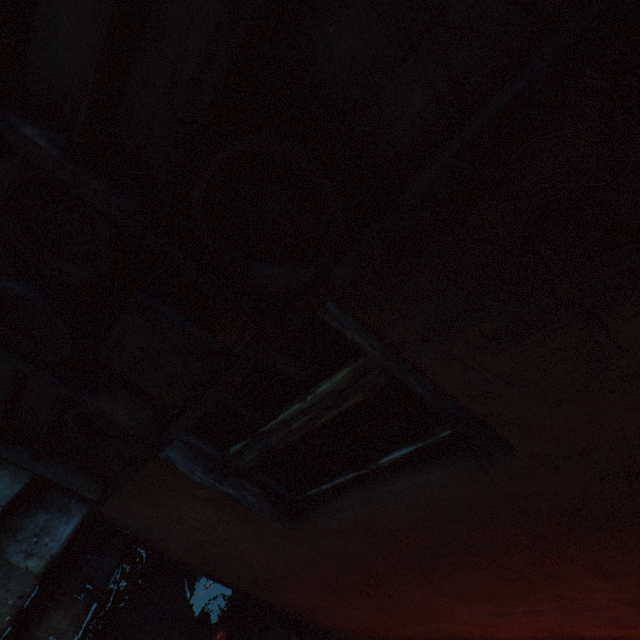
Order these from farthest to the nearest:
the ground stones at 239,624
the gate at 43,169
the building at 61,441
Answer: the ground stones at 239,624, the building at 61,441, the gate at 43,169

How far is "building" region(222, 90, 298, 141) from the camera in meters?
0.7 m

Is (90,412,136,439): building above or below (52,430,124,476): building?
above

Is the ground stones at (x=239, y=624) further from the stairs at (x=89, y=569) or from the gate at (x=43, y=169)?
the gate at (x=43, y=169)

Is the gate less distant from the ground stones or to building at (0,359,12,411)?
building at (0,359,12,411)

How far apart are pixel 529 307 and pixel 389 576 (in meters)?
2.01

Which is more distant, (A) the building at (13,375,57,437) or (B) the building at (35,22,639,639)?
(A) the building at (13,375,57,437)
